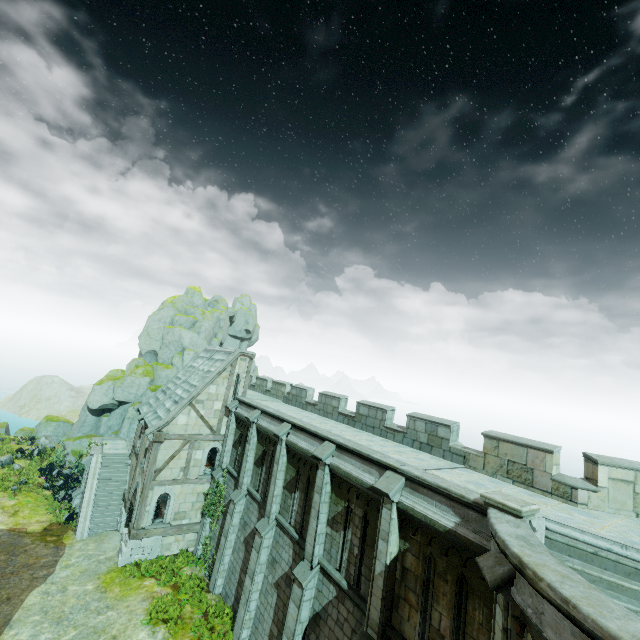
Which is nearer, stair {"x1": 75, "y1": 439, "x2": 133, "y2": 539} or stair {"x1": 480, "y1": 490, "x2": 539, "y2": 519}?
stair {"x1": 480, "y1": 490, "x2": 539, "y2": 519}

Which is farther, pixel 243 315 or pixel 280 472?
pixel 243 315

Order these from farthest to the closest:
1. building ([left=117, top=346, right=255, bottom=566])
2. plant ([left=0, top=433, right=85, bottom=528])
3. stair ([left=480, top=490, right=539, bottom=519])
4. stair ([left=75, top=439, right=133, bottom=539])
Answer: plant ([left=0, top=433, right=85, bottom=528]), stair ([left=75, top=439, right=133, bottom=539]), building ([left=117, top=346, right=255, bottom=566]), stair ([left=480, top=490, right=539, bottom=519])

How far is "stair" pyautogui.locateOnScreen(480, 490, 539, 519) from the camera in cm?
737

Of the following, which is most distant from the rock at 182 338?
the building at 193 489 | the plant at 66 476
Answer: the building at 193 489

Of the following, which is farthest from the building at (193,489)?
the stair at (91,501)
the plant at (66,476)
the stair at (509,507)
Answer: the stair at (509,507)

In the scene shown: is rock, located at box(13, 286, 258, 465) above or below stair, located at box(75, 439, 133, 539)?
above

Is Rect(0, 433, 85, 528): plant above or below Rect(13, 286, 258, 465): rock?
below
